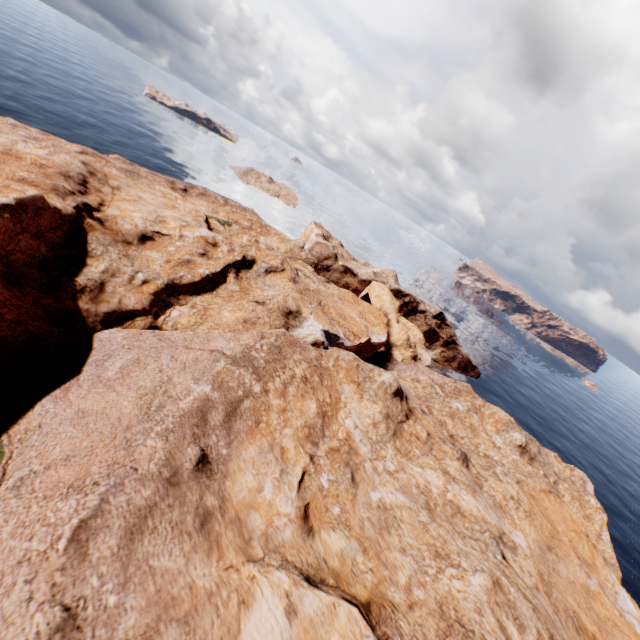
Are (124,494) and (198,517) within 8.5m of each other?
yes
